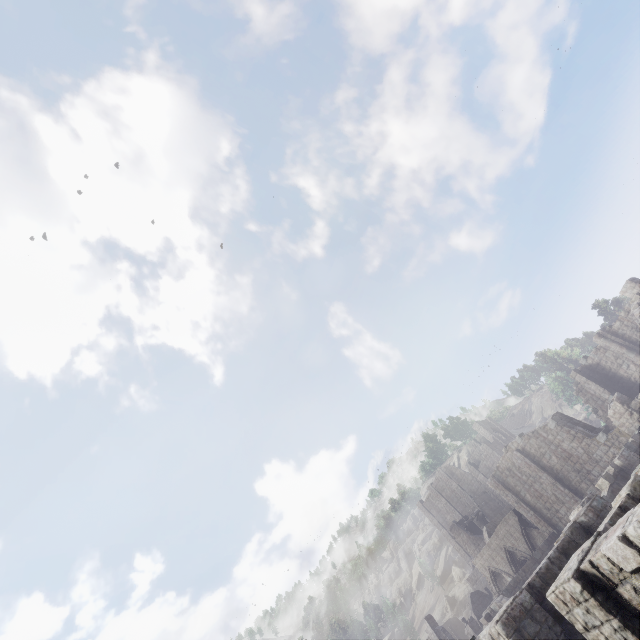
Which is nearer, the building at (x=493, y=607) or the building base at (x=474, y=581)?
the building at (x=493, y=607)

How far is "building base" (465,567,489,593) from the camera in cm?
5069

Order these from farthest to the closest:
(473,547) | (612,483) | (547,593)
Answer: (473,547)
(612,483)
(547,593)

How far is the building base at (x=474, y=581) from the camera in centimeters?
5069cm

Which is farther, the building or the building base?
the building base
